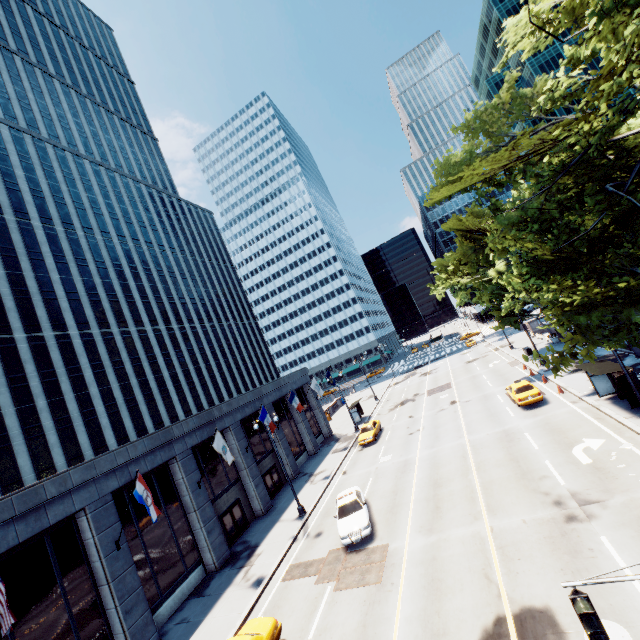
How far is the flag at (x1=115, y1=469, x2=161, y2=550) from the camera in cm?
1549

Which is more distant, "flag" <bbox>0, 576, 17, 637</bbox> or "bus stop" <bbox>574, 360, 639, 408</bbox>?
"bus stop" <bbox>574, 360, 639, 408</bbox>

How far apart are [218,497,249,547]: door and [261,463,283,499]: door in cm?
346

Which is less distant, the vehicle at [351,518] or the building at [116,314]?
the building at [116,314]

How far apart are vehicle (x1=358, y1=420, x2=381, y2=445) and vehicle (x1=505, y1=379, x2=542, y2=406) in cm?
1303

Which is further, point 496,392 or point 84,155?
point 84,155

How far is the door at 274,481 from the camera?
29.3m

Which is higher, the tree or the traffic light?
the tree
